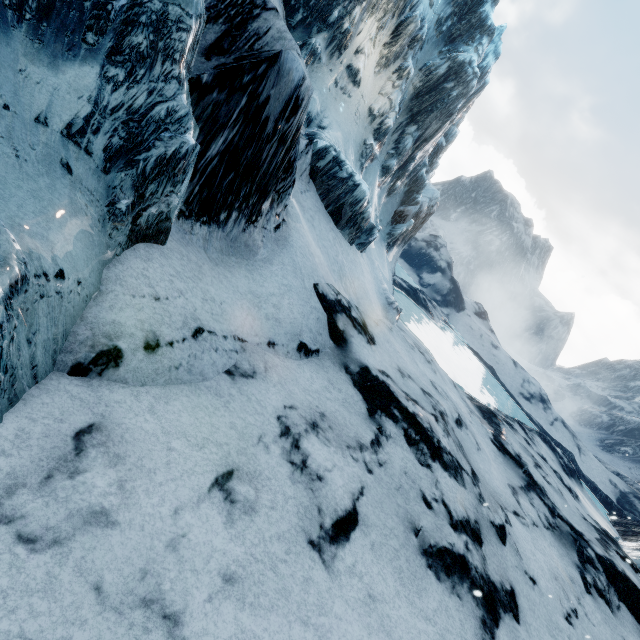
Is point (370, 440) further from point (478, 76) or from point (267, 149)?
point (478, 76)
